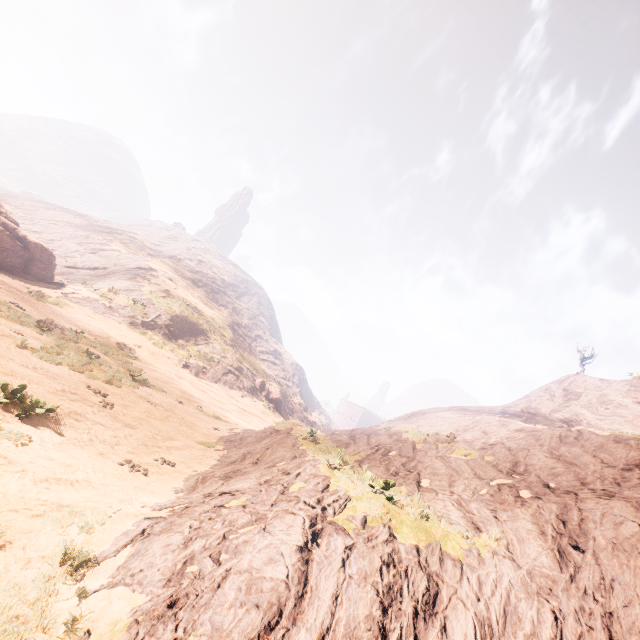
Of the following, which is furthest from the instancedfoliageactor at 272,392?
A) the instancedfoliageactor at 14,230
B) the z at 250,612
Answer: the instancedfoliageactor at 14,230

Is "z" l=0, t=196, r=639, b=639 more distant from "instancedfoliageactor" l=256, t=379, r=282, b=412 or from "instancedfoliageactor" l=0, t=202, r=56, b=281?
"instancedfoliageactor" l=0, t=202, r=56, b=281

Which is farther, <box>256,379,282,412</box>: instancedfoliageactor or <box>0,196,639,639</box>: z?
<box>256,379,282,412</box>: instancedfoliageactor

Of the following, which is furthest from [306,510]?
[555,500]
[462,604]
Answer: [555,500]

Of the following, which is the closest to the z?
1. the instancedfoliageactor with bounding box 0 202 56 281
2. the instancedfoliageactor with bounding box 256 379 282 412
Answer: the instancedfoliageactor with bounding box 256 379 282 412

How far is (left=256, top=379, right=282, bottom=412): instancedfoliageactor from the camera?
43.1 meters

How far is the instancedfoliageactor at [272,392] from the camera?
43.1m
